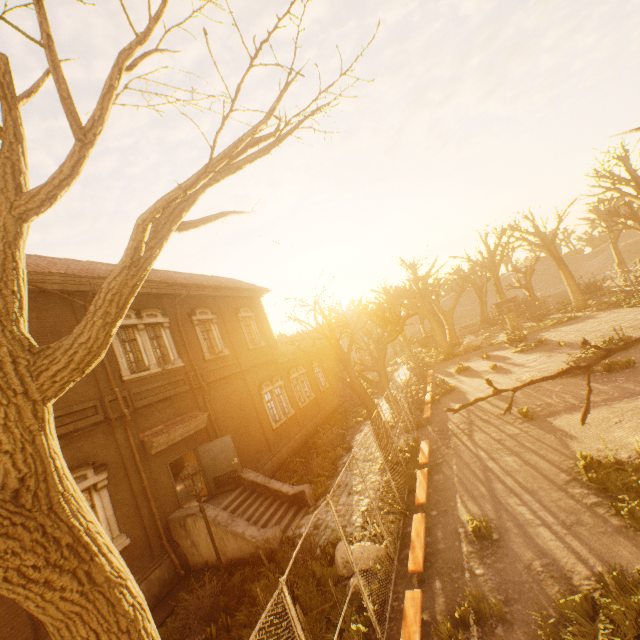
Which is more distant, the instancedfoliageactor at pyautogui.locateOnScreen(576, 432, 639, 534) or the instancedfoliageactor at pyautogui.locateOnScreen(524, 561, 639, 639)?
the instancedfoliageactor at pyautogui.locateOnScreen(576, 432, 639, 534)

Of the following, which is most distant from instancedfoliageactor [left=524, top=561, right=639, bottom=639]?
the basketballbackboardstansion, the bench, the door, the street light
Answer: the basketballbackboardstansion

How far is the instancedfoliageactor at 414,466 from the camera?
11.0m

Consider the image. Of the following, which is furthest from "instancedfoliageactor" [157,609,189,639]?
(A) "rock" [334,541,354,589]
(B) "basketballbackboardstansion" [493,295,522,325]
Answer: (B) "basketballbackboardstansion" [493,295,522,325]

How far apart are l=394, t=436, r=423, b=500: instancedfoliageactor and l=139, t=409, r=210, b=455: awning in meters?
7.8 m

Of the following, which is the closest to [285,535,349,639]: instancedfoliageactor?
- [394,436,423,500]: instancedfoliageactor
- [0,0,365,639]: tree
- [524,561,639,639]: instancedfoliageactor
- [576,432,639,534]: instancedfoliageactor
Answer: [0,0,365,639]: tree

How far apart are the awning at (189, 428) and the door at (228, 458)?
0.5 meters

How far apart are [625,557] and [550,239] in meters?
32.0 m
